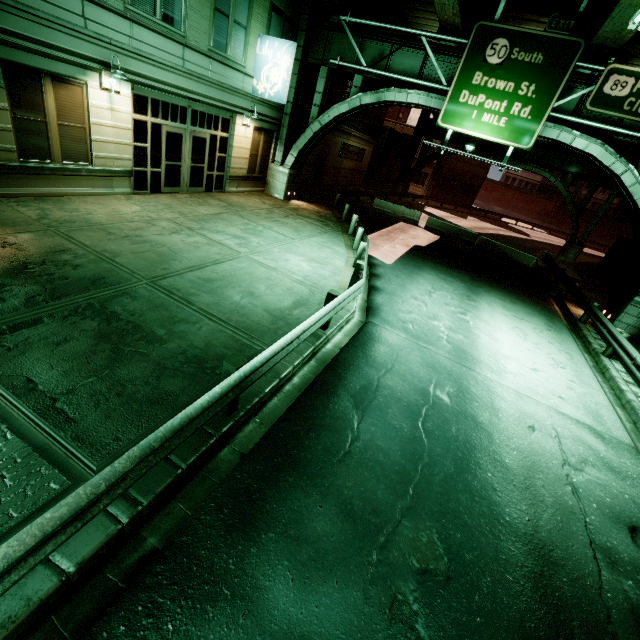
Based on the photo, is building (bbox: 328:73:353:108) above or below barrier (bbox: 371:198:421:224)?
above

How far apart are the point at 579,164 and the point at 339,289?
31.99m

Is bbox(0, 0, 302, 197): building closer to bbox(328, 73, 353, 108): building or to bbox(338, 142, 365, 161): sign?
bbox(328, 73, 353, 108): building

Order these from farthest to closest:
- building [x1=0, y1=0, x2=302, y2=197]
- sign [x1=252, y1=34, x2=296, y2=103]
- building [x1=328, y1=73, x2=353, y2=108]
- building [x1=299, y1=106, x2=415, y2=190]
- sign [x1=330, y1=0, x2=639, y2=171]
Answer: building [x1=328, y1=73, x2=353, y2=108], building [x1=299, y1=106, x2=415, y2=190], sign [x1=252, y1=34, x2=296, y2=103], sign [x1=330, y1=0, x2=639, y2=171], building [x1=0, y1=0, x2=302, y2=197]

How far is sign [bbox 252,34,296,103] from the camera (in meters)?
14.21

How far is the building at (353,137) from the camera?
24.64m

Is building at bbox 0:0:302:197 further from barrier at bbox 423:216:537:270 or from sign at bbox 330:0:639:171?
barrier at bbox 423:216:537:270

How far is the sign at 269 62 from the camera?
Result: 14.21m
